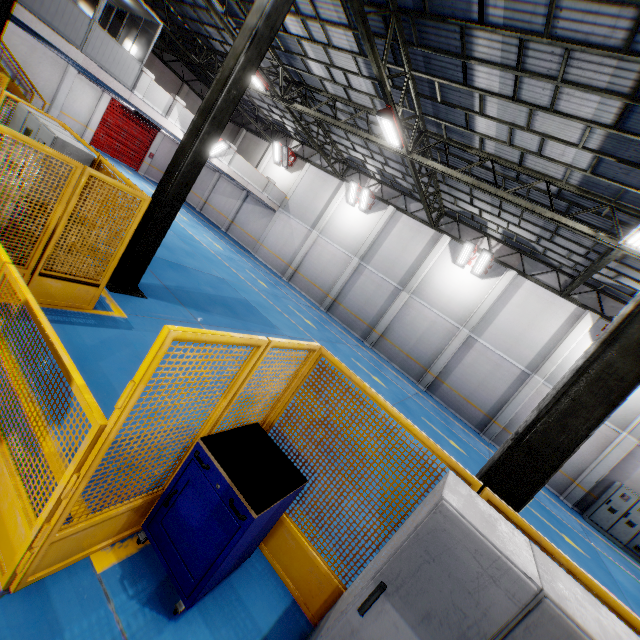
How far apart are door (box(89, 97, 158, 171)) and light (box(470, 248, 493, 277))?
26.4m

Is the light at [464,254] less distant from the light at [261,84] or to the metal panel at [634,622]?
the light at [261,84]

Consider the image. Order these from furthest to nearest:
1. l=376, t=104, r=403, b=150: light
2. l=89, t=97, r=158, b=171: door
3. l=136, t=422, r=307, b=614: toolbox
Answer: l=89, t=97, r=158, b=171: door → l=376, t=104, r=403, b=150: light → l=136, t=422, r=307, b=614: toolbox

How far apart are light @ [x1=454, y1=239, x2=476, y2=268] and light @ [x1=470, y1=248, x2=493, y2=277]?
0.1 meters

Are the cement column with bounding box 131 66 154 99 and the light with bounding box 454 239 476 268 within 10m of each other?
no

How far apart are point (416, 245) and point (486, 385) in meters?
8.9

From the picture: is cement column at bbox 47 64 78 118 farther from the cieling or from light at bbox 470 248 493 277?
light at bbox 470 248 493 277

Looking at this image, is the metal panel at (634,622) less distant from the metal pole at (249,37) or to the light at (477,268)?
the metal pole at (249,37)
